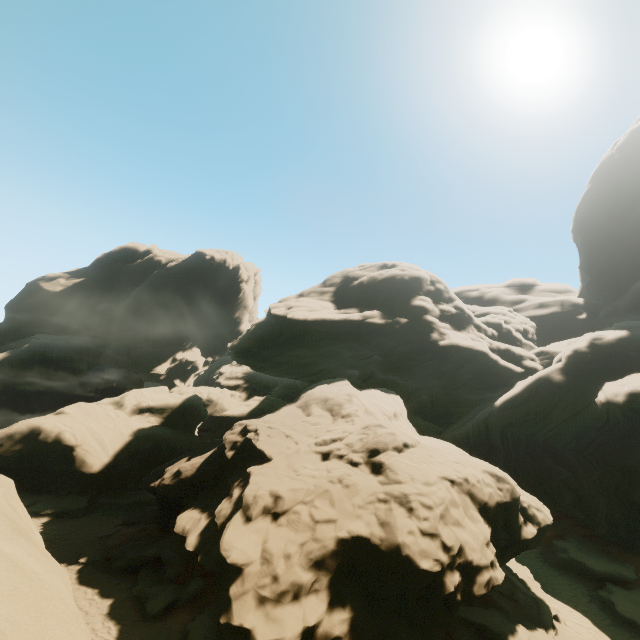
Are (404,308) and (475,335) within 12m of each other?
yes

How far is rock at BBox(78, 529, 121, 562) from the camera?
15.9 meters

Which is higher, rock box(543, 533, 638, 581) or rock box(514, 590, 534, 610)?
rock box(514, 590, 534, 610)

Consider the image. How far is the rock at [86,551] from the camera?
15.9 meters

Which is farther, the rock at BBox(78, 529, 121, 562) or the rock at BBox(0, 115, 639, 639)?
the rock at BBox(78, 529, 121, 562)
